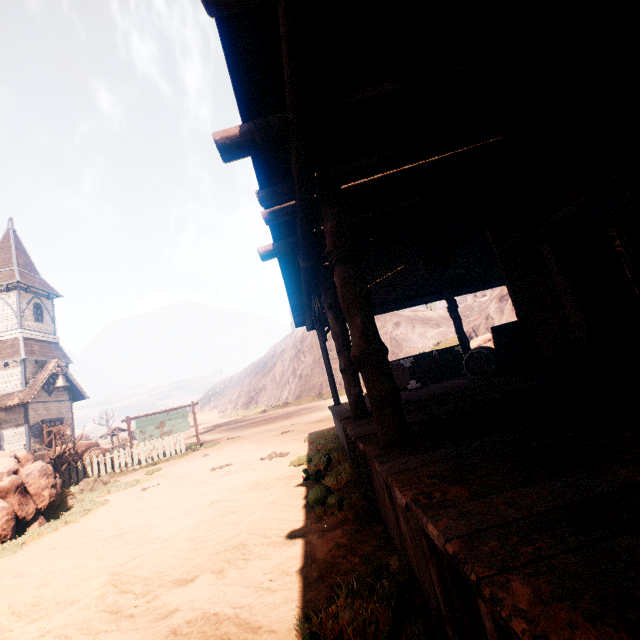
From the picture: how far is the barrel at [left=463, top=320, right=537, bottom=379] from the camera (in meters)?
6.16

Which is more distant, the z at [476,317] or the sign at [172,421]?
the z at [476,317]

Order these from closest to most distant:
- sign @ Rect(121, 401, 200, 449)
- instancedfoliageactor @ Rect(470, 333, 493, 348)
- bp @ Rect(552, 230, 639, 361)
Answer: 1. bp @ Rect(552, 230, 639, 361)
2. instancedfoliageactor @ Rect(470, 333, 493, 348)
3. sign @ Rect(121, 401, 200, 449)

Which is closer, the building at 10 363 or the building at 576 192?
the building at 576 192

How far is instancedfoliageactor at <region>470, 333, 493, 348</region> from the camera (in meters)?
13.70

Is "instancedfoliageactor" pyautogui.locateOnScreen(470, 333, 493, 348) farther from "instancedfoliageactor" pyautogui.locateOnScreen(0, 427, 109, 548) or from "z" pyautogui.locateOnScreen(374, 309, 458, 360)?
"instancedfoliageactor" pyautogui.locateOnScreen(0, 427, 109, 548)

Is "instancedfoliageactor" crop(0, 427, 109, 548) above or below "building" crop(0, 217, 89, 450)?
below

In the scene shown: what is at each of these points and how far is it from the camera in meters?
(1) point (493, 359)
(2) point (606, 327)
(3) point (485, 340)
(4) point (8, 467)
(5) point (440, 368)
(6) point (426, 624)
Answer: (1) barrel, 6.5
(2) bp, 5.2
(3) instancedfoliageactor, 13.8
(4) instancedfoliageactor, 7.5
(5) wooden box, 8.9
(6) z, 2.1
